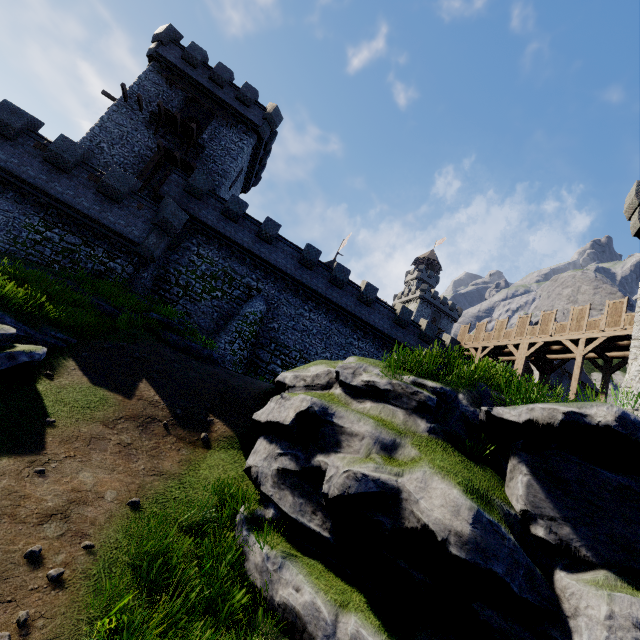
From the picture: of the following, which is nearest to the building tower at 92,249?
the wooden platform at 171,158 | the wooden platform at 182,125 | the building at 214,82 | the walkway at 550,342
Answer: the building at 214,82

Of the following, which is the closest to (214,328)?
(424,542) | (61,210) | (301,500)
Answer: (61,210)

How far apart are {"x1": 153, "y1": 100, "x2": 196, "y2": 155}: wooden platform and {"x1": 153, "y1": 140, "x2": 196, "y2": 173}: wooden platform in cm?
129

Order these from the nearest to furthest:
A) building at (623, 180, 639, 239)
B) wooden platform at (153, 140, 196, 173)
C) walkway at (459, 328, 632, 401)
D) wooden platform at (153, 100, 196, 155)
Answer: building at (623, 180, 639, 239), walkway at (459, 328, 632, 401), wooden platform at (153, 140, 196, 173), wooden platform at (153, 100, 196, 155)

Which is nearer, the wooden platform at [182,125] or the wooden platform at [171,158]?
the wooden platform at [171,158]

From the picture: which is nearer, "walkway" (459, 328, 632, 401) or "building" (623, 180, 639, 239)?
"building" (623, 180, 639, 239)

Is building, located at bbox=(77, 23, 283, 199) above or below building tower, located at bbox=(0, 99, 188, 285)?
above

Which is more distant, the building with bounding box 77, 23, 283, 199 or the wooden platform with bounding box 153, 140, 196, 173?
the building with bounding box 77, 23, 283, 199
